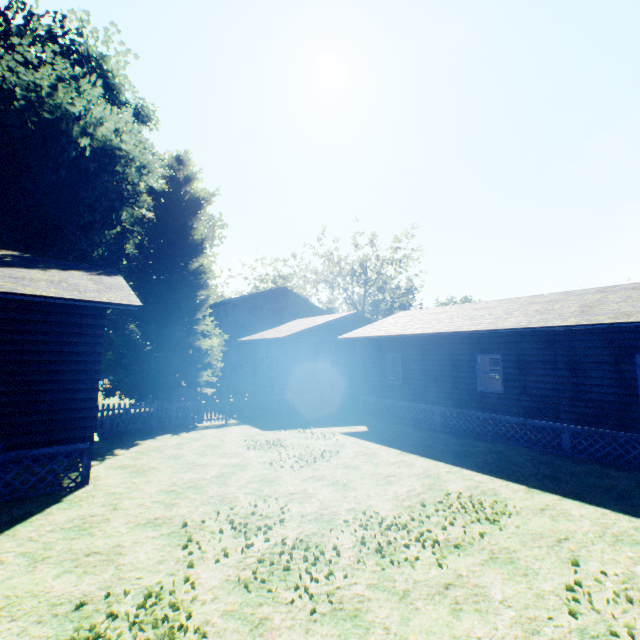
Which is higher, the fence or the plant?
the plant

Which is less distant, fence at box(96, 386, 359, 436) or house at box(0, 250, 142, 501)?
house at box(0, 250, 142, 501)

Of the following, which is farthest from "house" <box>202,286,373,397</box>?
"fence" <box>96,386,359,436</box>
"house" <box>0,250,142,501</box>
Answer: "house" <box>0,250,142,501</box>

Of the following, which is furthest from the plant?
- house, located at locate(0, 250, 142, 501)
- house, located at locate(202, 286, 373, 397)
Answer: house, located at locate(202, 286, 373, 397)

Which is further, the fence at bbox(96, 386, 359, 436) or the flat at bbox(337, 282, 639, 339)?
the fence at bbox(96, 386, 359, 436)

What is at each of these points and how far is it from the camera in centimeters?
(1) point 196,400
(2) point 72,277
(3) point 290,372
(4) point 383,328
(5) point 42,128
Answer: (1) fence, 1512cm
(2) house, 923cm
(3) house, 2058cm
(4) flat, 1833cm
(5) plant, 2245cm

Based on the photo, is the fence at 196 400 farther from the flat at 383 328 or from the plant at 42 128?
the flat at 383 328

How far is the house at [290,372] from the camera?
20.98m
